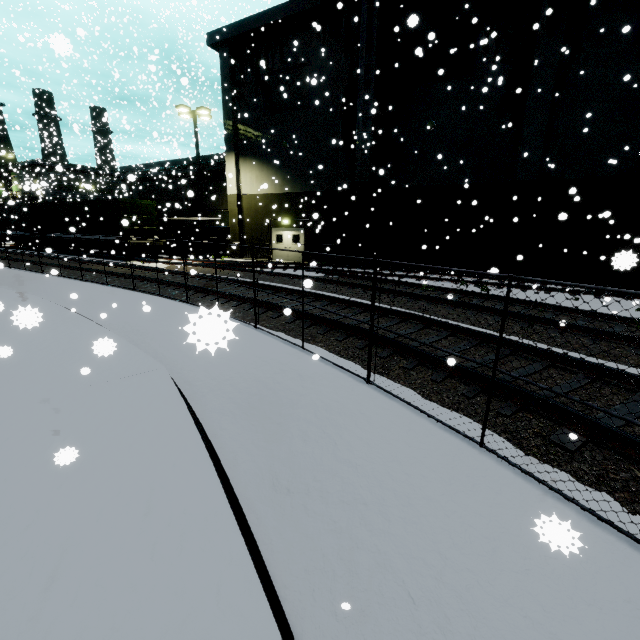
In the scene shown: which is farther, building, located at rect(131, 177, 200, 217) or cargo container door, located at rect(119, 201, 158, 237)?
building, located at rect(131, 177, 200, 217)

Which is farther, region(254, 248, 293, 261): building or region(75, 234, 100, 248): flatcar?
region(254, 248, 293, 261): building

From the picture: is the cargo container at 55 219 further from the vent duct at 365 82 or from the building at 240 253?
the vent duct at 365 82

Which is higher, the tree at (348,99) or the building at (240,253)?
the tree at (348,99)

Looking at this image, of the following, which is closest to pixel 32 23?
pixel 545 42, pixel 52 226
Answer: pixel 52 226

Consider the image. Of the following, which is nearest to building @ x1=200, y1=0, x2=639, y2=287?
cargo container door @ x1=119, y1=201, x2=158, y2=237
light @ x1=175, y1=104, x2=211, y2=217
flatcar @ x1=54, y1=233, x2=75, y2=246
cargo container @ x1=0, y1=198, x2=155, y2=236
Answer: cargo container @ x1=0, y1=198, x2=155, y2=236

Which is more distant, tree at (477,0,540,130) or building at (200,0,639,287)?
tree at (477,0,540,130)
